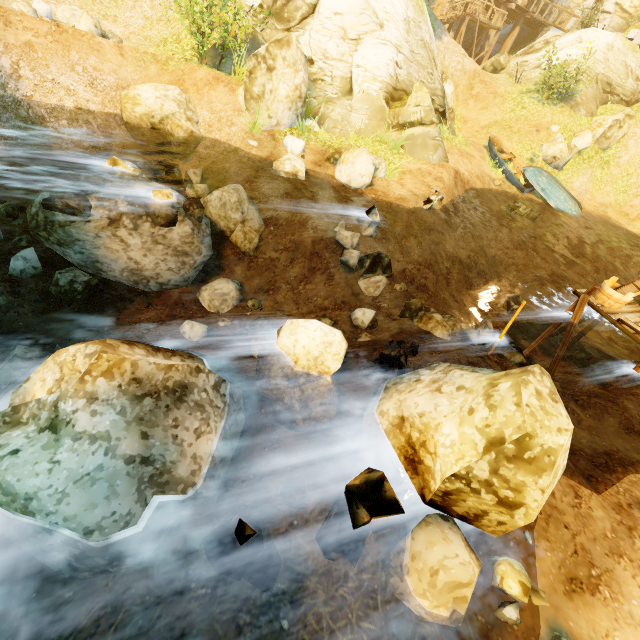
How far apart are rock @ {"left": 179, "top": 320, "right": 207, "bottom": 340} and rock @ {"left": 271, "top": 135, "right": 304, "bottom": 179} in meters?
5.7

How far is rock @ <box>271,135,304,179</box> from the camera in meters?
9.8 m

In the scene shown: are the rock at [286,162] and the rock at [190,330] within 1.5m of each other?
no

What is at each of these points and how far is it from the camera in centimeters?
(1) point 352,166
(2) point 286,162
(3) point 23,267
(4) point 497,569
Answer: (1) rock, 1033cm
(2) rock, 979cm
(3) rock, 628cm
(4) rock, 327cm

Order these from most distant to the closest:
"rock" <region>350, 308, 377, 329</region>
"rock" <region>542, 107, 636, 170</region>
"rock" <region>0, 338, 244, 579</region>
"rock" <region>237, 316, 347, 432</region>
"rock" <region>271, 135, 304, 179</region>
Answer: "rock" <region>542, 107, 636, 170</region> → "rock" <region>271, 135, 304, 179</region> → "rock" <region>350, 308, 377, 329</region> → "rock" <region>237, 316, 347, 432</region> → "rock" <region>0, 338, 244, 579</region>

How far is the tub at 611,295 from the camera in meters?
7.3 m

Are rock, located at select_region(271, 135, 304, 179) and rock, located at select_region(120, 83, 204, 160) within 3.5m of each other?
yes

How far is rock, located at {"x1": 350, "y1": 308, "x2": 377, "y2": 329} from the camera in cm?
795
